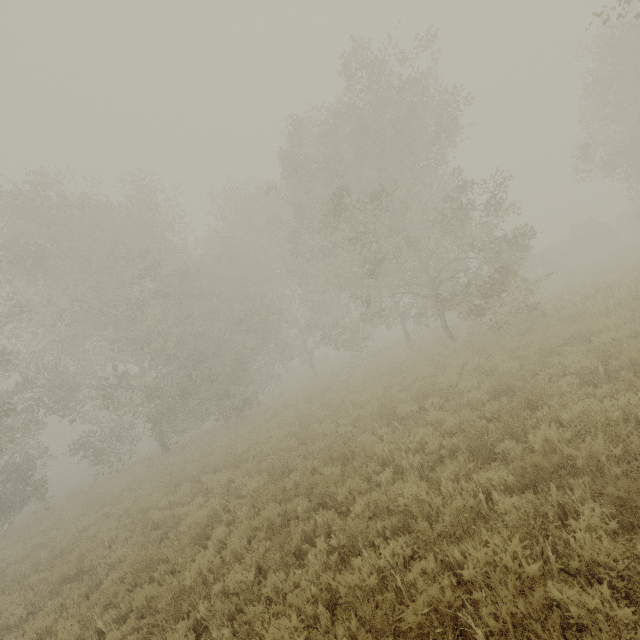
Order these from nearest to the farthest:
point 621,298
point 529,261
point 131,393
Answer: point 621,298
point 131,393
point 529,261
